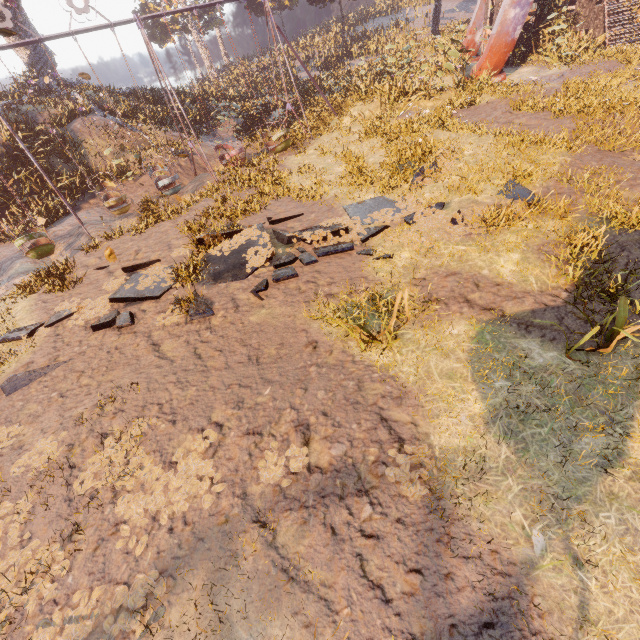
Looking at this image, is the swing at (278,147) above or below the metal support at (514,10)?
below

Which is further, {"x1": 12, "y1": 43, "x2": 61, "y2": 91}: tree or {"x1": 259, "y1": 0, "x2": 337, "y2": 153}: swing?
{"x1": 12, "y1": 43, "x2": 61, "y2": 91}: tree

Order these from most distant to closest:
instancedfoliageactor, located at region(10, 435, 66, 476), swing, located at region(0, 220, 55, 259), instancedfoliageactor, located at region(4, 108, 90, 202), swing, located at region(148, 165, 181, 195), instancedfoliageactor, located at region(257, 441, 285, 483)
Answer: instancedfoliageactor, located at region(4, 108, 90, 202) → swing, located at region(148, 165, 181, 195) → swing, located at region(0, 220, 55, 259) → instancedfoliageactor, located at region(10, 435, 66, 476) → instancedfoliageactor, located at region(257, 441, 285, 483)

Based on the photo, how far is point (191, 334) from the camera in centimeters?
734cm

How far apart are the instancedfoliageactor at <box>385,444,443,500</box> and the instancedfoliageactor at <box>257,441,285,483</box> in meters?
1.0

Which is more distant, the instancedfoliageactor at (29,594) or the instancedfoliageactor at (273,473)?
the instancedfoliageactor at (273,473)

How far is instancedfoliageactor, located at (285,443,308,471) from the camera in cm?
427

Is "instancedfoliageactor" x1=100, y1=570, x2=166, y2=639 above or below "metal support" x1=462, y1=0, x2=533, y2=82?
below
